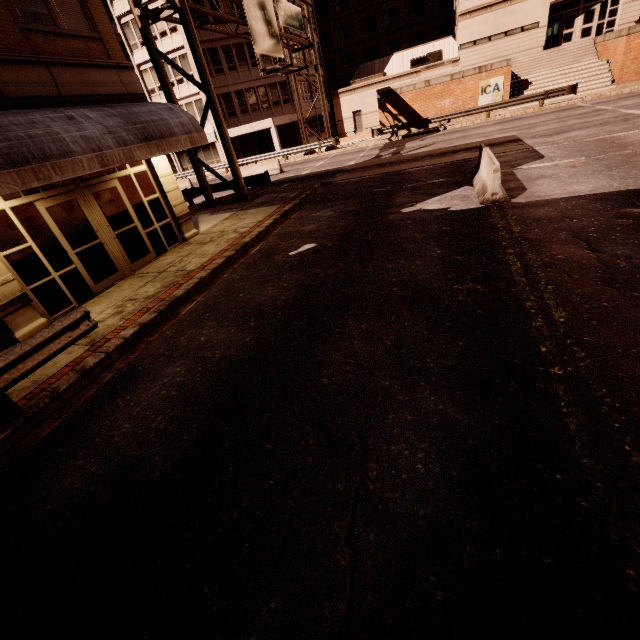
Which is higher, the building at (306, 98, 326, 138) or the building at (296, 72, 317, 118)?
the building at (296, 72, 317, 118)

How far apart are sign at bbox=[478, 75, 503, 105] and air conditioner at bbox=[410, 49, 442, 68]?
12.7m

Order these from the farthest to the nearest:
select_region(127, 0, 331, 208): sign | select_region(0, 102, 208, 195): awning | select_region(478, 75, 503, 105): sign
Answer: select_region(478, 75, 503, 105): sign < select_region(127, 0, 331, 208): sign < select_region(0, 102, 208, 195): awning

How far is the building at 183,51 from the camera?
30.6m

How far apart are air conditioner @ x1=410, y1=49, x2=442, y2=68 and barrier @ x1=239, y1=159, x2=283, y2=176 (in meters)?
23.78

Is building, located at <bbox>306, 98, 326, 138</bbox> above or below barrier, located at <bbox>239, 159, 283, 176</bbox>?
above

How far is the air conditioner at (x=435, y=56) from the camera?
34.8 meters

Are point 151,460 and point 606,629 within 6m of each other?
yes
